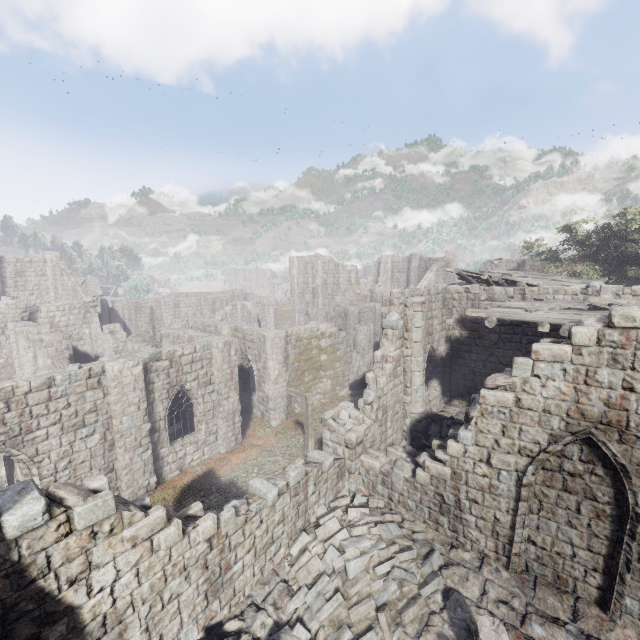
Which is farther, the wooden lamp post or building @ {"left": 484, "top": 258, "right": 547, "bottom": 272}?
building @ {"left": 484, "top": 258, "right": 547, "bottom": 272}

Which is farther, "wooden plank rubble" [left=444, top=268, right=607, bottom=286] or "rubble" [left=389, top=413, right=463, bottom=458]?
"wooden plank rubble" [left=444, top=268, right=607, bottom=286]

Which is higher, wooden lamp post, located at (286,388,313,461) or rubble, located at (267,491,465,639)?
wooden lamp post, located at (286,388,313,461)

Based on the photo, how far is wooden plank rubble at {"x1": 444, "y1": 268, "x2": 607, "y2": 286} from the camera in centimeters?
1682cm

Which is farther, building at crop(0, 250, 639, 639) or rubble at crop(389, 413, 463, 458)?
rubble at crop(389, 413, 463, 458)

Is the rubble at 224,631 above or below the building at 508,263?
below

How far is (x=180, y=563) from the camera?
6.4m

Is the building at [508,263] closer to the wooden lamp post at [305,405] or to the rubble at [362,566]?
the rubble at [362,566]
